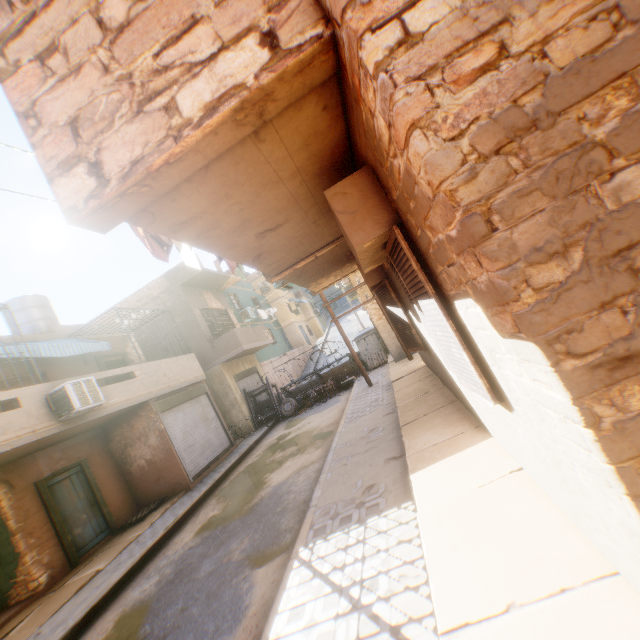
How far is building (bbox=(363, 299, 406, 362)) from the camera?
13.07m

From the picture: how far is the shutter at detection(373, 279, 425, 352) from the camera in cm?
612

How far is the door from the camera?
9.5m

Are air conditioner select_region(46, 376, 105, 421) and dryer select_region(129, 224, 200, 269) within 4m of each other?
no

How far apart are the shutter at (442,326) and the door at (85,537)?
11.8 meters

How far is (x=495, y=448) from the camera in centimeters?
379cm

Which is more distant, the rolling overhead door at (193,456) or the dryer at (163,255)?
the rolling overhead door at (193,456)

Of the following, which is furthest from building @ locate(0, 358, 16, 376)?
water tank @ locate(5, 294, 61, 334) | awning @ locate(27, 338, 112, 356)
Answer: water tank @ locate(5, 294, 61, 334)
